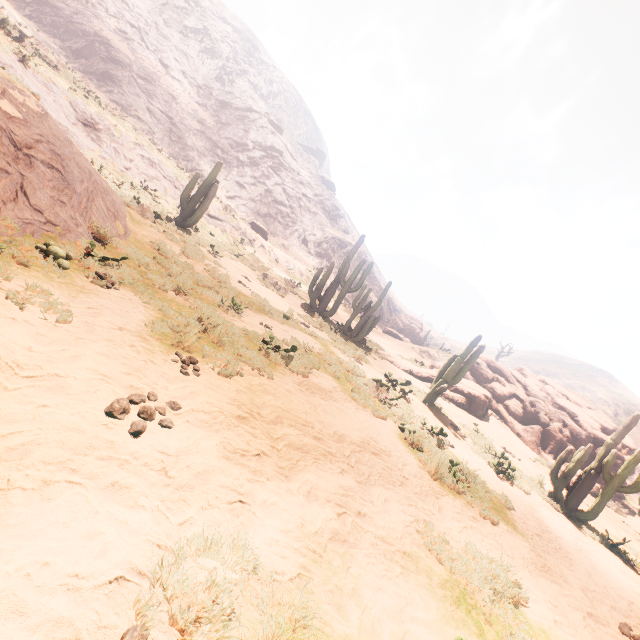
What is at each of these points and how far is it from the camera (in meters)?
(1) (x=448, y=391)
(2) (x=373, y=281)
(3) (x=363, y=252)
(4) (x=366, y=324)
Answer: (1) instancedfoliageactor, 18.38
(2) z, 56.81
(3) z, 58.22
(4) instancedfoliageactor, 17.36

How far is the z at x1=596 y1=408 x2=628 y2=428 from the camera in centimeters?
5697cm

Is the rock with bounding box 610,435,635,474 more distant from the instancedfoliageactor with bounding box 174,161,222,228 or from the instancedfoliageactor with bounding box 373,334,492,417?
the instancedfoliageactor with bounding box 174,161,222,228

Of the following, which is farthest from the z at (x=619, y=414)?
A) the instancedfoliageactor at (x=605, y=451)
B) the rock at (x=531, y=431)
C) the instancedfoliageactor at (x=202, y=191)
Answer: the instancedfoliageactor at (x=202, y=191)

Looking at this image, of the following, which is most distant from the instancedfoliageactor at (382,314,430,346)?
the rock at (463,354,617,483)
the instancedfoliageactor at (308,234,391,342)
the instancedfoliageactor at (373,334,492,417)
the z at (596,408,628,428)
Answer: the z at (596,408,628,428)

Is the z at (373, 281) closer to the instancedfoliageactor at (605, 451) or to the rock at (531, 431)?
the rock at (531, 431)

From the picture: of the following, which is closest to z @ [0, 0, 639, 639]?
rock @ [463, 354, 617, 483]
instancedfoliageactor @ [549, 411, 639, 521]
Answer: rock @ [463, 354, 617, 483]

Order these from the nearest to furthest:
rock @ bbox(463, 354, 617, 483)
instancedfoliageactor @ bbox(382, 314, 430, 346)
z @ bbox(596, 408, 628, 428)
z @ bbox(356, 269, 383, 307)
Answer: rock @ bbox(463, 354, 617, 483) < instancedfoliageactor @ bbox(382, 314, 430, 346) < z @ bbox(356, 269, 383, 307) < z @ bbox(596, 408, 628, 428)
